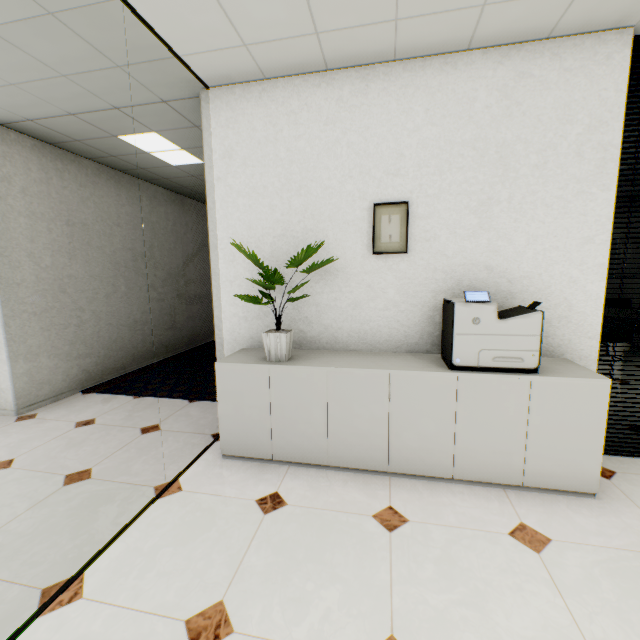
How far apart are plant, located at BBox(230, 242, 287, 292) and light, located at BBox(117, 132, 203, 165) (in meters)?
2.13

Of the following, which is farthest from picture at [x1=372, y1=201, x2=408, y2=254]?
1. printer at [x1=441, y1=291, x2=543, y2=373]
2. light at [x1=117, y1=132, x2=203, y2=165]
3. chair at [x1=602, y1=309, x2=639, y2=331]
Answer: chair at [x1=602, y1=309, x2=639, y2=331]

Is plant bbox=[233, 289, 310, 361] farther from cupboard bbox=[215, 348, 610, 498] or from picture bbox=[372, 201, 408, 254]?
picture bbox=[372, 201, 408, 254]

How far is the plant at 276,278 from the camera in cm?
212

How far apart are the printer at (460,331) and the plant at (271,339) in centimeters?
99cm

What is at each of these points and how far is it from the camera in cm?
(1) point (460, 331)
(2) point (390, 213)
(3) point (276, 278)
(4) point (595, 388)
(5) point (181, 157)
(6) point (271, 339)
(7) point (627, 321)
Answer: (1) printer, 209
(2) picture, 252
(3) plant, 263
(4) cupboard, 195
(5) light, 420
(6) plant, 240
(7) chair, 495

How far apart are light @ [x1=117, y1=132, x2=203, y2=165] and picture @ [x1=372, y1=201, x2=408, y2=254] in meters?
2.6 m

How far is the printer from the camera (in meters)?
2.02
